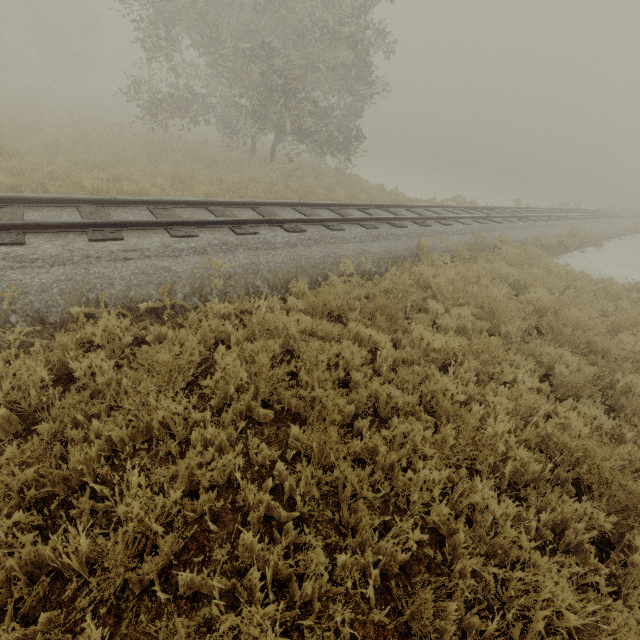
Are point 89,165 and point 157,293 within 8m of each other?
no
